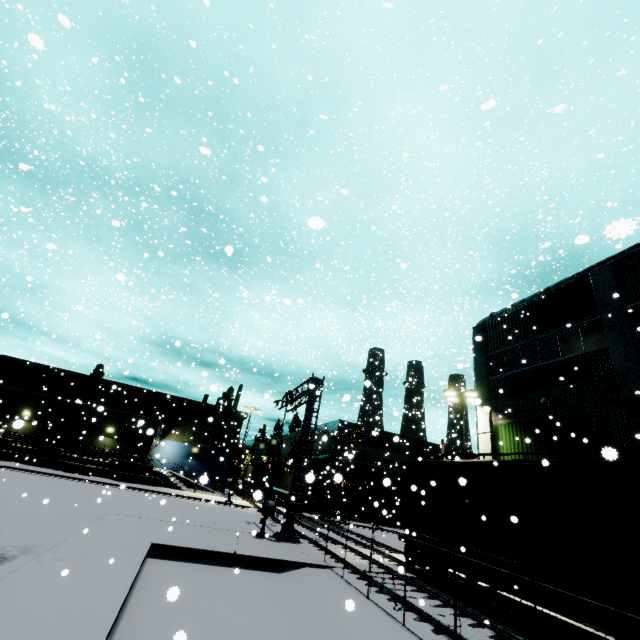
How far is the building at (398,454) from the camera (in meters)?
40.44

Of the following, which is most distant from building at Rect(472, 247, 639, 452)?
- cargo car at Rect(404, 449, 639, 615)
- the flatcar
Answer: the flatcar

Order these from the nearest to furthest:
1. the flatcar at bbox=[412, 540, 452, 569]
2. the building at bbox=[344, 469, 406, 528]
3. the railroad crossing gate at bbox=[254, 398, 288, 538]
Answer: the flatcar at bbox=[412, 540, 452, 569]
the railroad crossing gate at bbox=[254, 398, 288, 538]
the building at bbox=[344, 469, 406, 528]

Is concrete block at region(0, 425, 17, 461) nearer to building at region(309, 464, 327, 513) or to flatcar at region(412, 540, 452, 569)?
building at region(309, 464, 327, 513)

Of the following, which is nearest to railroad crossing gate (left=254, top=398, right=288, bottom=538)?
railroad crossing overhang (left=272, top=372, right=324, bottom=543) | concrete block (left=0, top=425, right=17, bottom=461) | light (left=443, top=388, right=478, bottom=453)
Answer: railroad crossing overhang (left=272, top=372, right=324, bottom=543)

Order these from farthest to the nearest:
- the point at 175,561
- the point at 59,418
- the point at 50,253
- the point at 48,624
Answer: the point at 59,418 < the point at 175,561 < the point at 50,253 < the point at 48,624

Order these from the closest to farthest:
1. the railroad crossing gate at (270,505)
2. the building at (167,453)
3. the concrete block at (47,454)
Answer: the railroad crossing gate at (270,505) < the concrete block at (47,454) < the building at (167,453)

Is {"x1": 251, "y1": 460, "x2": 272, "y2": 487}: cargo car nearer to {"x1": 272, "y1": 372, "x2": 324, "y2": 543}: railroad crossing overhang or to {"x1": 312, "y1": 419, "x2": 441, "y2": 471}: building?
{"x1": 312, "y1": 419, "x2": 441, "y2": 471}: building
